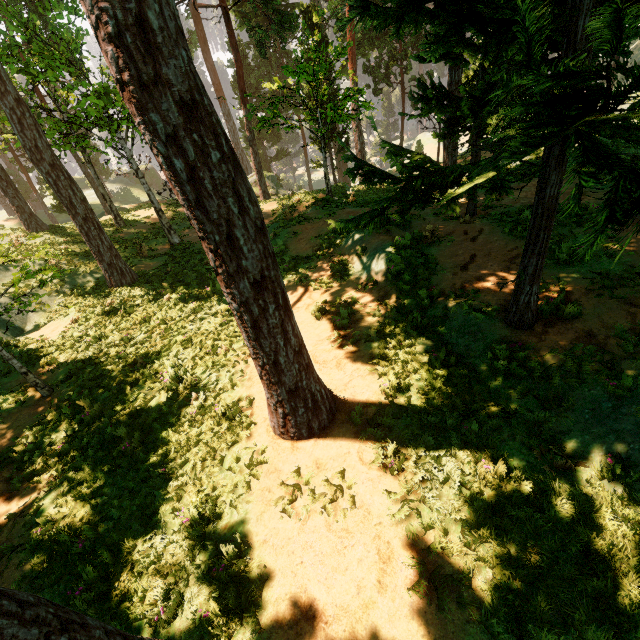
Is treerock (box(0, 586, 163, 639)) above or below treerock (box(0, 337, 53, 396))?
above

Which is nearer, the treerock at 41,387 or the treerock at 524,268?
the treerock at 524,268

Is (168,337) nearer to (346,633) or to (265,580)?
(265,580)

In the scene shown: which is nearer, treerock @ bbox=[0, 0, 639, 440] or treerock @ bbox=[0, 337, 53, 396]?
treerock @ bbox=[0, 0, 639, 440]

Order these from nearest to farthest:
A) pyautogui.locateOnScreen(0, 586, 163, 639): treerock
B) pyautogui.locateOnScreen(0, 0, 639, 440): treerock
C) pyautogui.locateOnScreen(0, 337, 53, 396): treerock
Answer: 1. pyautogui.locateOnScreen(0, 586, 163, 639): treerock
2. pyautogui.locateOnScreen(0, 0, 639, 440): treerock
3. pyautogui.locateOnScreen(0, 337, 53, 396): treerock
